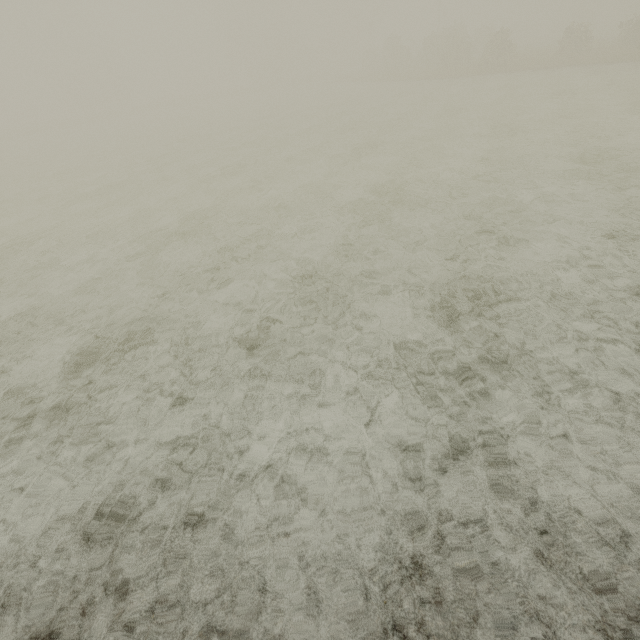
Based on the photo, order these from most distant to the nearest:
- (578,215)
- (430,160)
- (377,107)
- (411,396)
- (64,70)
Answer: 1. (64,70)
2. (377,107)
3. (430,160)
4. (578,215)
5. (411,396)
